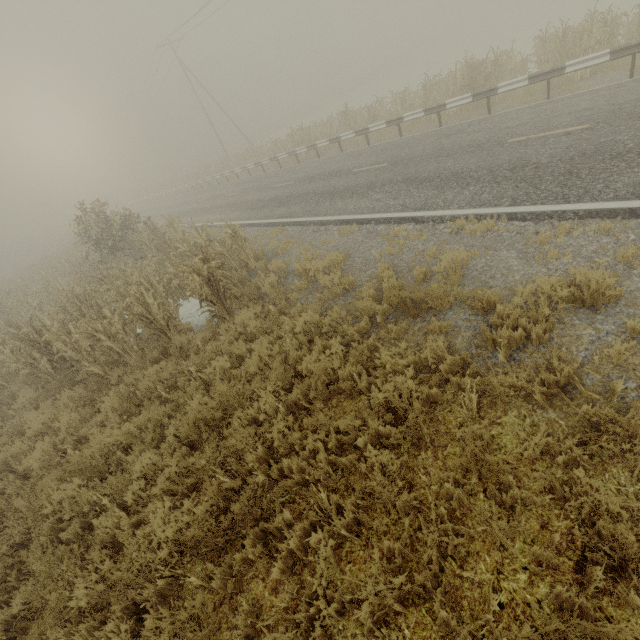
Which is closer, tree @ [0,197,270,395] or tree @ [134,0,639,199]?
tree @ [0,197,270,395]

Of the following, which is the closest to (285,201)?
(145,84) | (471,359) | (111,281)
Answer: (111,281)

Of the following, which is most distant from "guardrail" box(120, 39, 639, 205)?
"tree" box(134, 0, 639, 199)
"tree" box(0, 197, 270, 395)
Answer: "tree" box(0, 197, 270, 395)

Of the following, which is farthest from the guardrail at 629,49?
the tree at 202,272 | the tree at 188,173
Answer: the tree at 202,272

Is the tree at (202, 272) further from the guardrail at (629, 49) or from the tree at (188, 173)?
the guardrail at (629, 49)

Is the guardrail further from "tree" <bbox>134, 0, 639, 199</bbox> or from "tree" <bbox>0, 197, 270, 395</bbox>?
"tree" <bbox>0, 197, 270, 395</bbox>

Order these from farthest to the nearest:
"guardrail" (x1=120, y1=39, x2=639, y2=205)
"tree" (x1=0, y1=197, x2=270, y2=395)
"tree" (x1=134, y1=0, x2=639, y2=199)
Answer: "tree" (x1=134, y1=0, x2=639, y2=199), "guardrail" (x1=120, y1=39, x2=639, y2=205), "tree" (x1=0, y1=197, x2=270, y2=395)
